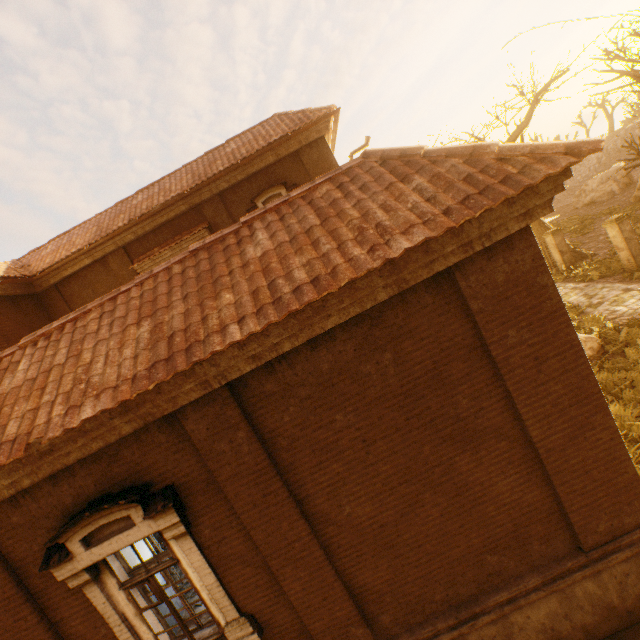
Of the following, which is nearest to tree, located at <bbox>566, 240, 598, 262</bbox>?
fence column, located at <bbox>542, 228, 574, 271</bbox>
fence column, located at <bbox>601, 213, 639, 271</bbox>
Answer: fence column, located at <bbox>542, 228, 574, 271</bbox>

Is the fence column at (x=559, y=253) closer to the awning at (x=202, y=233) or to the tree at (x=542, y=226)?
the tree at (x=542, y=226)

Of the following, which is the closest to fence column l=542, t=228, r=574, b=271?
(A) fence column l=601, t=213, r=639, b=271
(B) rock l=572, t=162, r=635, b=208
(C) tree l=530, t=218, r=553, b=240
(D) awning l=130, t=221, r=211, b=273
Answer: (C) tree l=530, t=218, r=553, b=240

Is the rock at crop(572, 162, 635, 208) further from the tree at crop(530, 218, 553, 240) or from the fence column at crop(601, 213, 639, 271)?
the fence column at crop(601, 213, 639, 271)

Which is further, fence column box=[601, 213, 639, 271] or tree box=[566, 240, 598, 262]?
tree box=[566, 240, 598, 262]

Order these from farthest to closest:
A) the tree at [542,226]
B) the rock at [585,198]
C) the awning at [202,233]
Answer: the rock at [585,198] < the tree at [542,226] < the awning at [202,233]

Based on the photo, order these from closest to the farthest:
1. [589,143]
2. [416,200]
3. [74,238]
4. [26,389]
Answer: [589,143]
[416,200]
[26,389]
[74,238]

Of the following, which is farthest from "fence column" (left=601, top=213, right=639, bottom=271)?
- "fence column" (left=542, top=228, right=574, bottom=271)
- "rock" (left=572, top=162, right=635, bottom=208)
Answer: "rock" (left=572, top=162, right=635, bottom=208)
